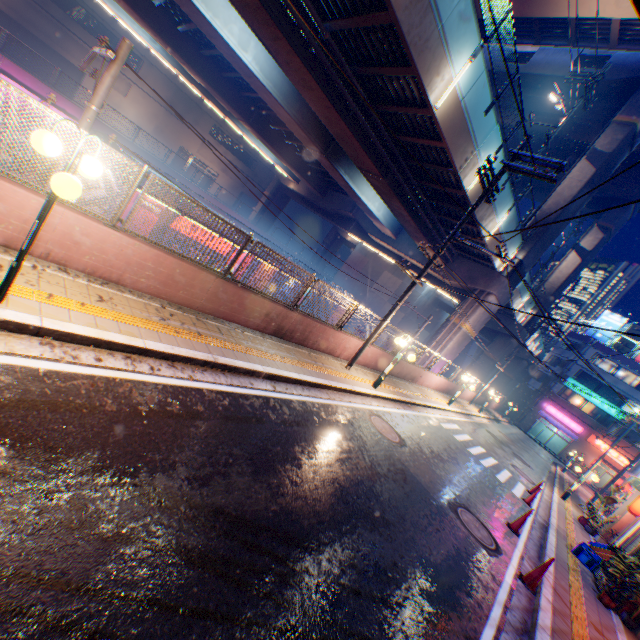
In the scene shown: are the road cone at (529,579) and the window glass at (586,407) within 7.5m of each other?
no

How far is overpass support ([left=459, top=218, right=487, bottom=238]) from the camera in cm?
1850

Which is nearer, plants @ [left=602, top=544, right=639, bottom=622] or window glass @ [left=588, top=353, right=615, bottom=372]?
plants @ [left=602, top=544, right=639, bottom=622]

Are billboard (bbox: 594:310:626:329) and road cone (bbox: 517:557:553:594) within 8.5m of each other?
no

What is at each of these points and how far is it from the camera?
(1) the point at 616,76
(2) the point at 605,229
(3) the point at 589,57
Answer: (1) overpass support, 21.7m
(2) overpass support, 31.8m
(3) overpass support, 23.3m

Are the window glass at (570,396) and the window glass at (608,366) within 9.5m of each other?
yes

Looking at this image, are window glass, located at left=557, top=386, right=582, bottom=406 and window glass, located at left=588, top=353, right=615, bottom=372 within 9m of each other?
yes
